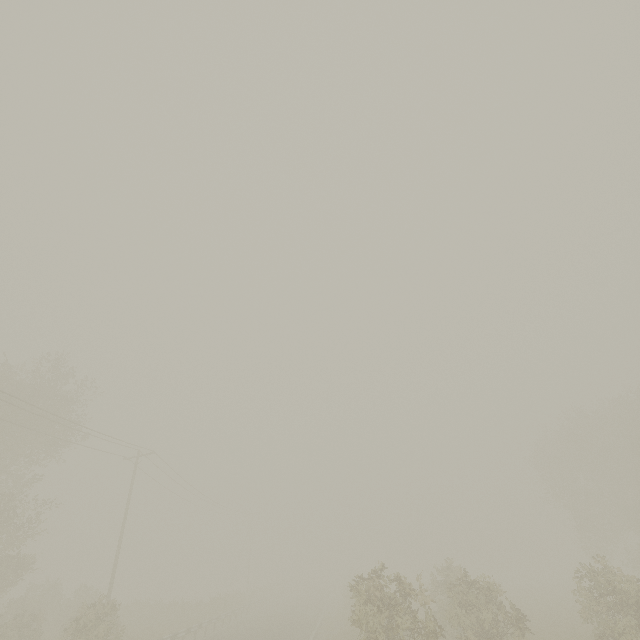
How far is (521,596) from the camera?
34.53m
